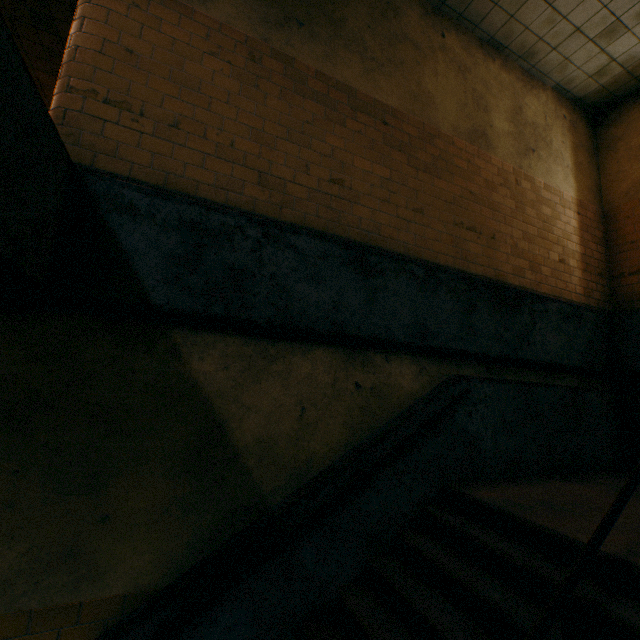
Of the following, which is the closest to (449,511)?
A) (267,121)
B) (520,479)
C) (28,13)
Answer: (520,479)

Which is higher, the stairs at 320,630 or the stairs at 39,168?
the stairs at 39,168

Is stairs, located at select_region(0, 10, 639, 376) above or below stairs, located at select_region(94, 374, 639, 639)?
above
